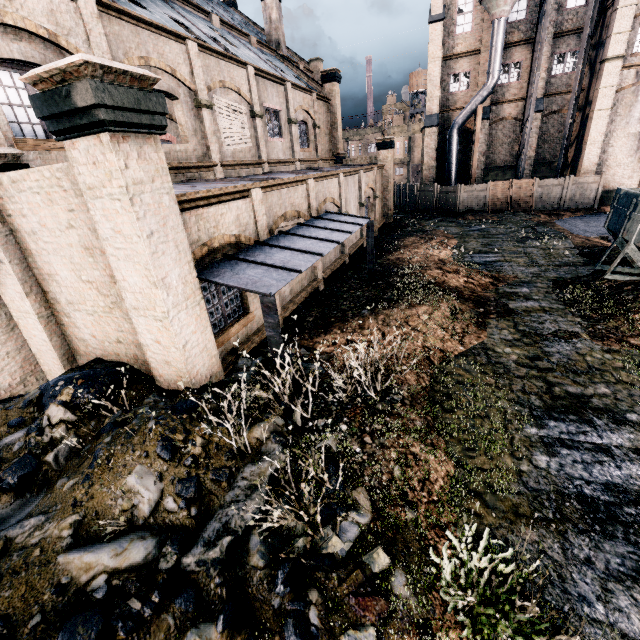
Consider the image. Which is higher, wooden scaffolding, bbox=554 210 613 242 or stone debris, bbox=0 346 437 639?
stone debris, bbox=0 346 437 639

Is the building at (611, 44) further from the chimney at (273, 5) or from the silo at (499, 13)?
the chimney at (273, 5)

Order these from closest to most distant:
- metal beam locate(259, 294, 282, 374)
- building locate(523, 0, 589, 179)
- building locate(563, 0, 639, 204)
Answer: metal beam locate(259, 294, 282, 374) < building locate(563, 0, 639, 204) < building locate(523, 0, 589, 179)

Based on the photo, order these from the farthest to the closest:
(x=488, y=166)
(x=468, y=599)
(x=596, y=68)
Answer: (x=488, y=166) < (x=596, y=68) < (x=468, y=599)

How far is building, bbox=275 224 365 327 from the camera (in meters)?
12.45

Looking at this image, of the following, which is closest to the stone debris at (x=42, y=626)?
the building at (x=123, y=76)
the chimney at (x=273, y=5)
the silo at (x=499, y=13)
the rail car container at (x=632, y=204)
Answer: the building at (x=123, y=76)

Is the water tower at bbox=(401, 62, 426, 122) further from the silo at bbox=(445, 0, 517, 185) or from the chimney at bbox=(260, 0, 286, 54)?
the chimney at bbox=(260, 0, 286, 54)

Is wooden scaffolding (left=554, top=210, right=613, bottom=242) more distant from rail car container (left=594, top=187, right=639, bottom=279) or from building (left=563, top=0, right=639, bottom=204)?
rail car container (left=594, top=187, right=639, bottom=279)
